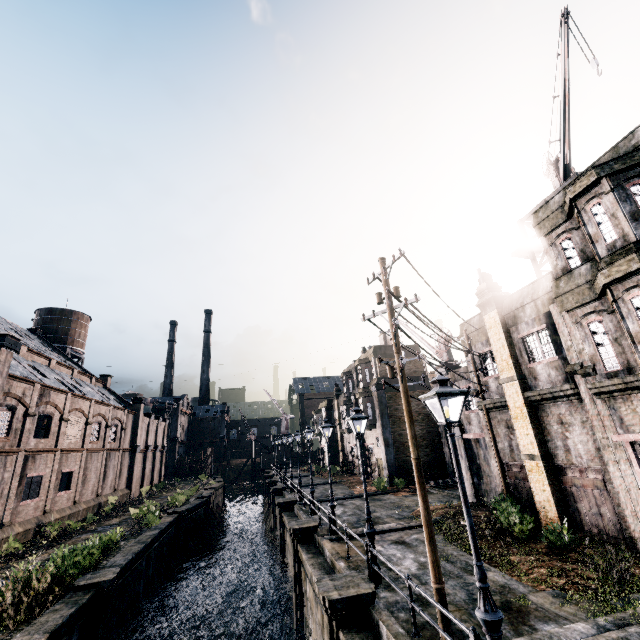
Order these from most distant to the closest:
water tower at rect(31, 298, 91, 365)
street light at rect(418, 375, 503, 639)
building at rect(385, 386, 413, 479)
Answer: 1. water tower at rect(31, 298, 91, 365)
2. building at rect(385, 386, 413, 479)
3. street light at rect(418, 375, 503, 639)

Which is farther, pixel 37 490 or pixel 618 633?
pixel 37 490

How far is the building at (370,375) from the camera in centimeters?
3419cm

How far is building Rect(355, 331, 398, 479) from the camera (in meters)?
34.19

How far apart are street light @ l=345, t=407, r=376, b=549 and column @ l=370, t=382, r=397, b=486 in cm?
2001

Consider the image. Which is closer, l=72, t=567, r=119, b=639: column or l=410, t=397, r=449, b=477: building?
l=72, t=567, r=119, b=639: column

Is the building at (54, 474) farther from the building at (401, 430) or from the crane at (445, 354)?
the crane at (445, 354)

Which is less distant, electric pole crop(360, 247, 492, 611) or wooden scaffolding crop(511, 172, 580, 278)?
electric pole crop(360, 247, 492, 611)
